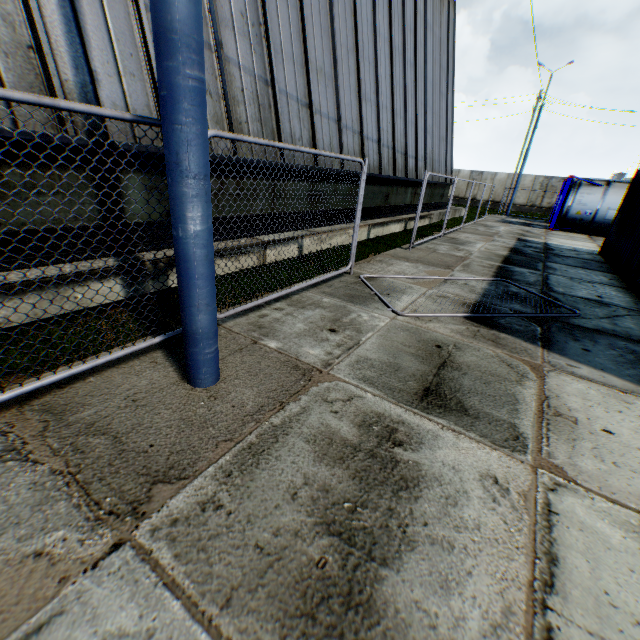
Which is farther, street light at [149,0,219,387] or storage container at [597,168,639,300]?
storage container at [597,168,639,300]

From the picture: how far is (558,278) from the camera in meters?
8.2 m

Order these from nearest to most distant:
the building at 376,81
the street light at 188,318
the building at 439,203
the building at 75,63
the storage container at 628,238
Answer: the street light at 188,318, the building at 75,63, the building at 376,81, the storage container at 628,238, the building at 439,203

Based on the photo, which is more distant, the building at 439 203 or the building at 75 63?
the building at 439 203

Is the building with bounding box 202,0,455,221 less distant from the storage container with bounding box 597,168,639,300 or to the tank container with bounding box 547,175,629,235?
the tank container with bounding box 547,175,629,235

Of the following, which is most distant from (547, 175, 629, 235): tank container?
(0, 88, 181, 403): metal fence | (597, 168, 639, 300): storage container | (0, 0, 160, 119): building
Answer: (0, 88, 181, 403): metal fence

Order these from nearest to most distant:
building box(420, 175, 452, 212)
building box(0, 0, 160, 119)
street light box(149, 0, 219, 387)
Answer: street light box(149, 0, 219, 387) → building box(0, 0, 160, 119) → building box(420, 175, 452, 212)

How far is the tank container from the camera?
17.4m
